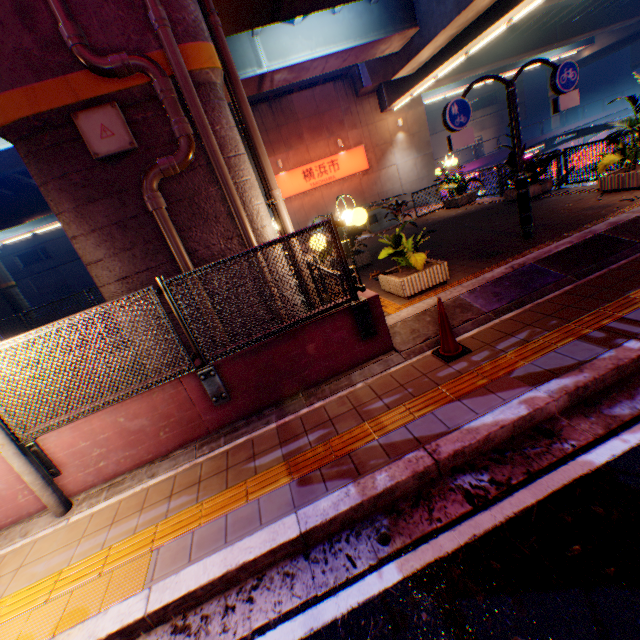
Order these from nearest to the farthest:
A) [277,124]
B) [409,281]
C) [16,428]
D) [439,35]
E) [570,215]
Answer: [16,428], [409,281], [570,215], [439,35], [277,124]

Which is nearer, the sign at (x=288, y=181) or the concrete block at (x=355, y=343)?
the concrete block at (x=355, y=343)

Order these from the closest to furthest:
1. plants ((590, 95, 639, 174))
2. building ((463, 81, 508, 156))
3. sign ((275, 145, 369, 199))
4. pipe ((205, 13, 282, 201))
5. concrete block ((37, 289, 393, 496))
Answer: concrete block ((37, 289, 393, 496))
pipe ((205, 13, 282, 201))
plants ((590, 95, 639, 174))
sign ((275, 145, 369, 199))
building ((463, 81, 508, 156))

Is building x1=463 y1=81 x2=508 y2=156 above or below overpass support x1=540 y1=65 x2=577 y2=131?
above

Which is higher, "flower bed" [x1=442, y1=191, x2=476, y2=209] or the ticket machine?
the ticket machine

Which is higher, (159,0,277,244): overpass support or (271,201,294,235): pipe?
(159,0,277,244): overpass support

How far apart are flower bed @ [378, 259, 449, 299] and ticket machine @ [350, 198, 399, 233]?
8.92m

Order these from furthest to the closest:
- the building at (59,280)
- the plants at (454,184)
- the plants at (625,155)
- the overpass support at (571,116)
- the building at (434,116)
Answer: the building at (434,116), the overpass support at (571,116), the building at (59,280), the plants at (454,184), the plants at (625,155)
